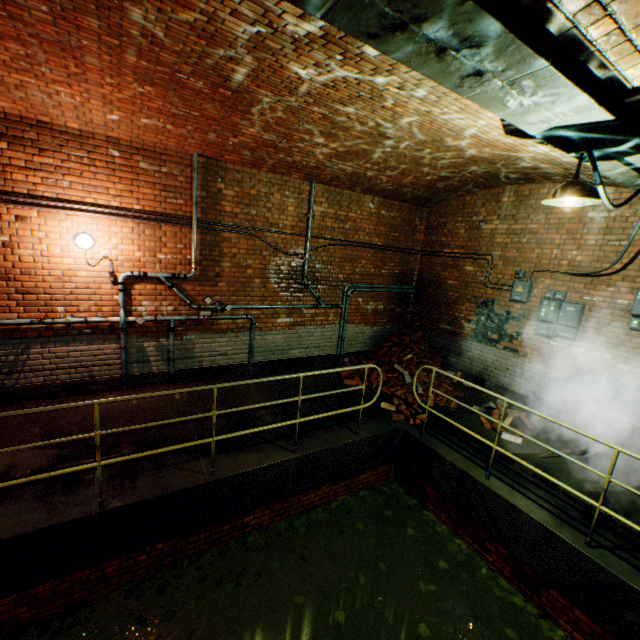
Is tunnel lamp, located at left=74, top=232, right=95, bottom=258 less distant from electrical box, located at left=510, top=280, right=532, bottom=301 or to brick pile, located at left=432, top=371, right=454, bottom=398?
brick pile, located at left=432, top=371, right=454, bottom=398

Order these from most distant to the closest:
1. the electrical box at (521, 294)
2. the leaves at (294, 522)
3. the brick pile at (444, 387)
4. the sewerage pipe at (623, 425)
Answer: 1. the brick pile at (444, 387)
2. the electrical box at (521, 294)
3. the sewerage pipe at (623, 425)
4. the leaves at (294, 522)

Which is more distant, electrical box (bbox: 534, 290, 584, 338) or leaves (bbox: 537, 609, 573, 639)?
electrical box (bbox: 534, 290, 584, 338)

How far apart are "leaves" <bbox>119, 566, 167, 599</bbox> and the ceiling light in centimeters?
494cm

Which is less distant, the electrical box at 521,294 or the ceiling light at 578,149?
the ceiling light at 578,149

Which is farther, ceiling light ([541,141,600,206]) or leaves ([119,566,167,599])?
leaves ([119,566,167,599])

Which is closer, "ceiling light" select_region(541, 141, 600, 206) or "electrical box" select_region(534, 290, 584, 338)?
"ceiling light" select_region(541, 141, 600, 206)

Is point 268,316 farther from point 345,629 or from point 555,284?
point 345,629
